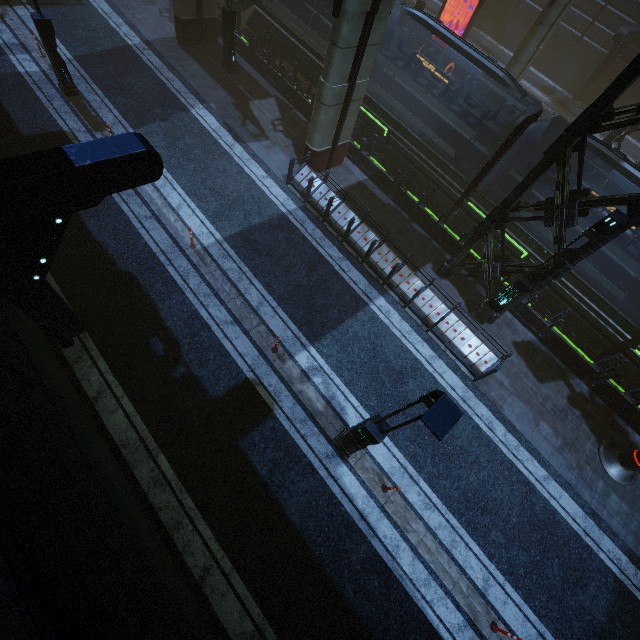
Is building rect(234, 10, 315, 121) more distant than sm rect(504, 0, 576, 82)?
No

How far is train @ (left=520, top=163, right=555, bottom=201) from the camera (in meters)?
11.70

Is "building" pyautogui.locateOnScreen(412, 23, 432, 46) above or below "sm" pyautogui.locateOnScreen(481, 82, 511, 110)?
below

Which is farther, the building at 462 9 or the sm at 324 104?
the building at 462 9

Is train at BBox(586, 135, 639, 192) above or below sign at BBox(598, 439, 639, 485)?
above

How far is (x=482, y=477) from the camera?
9.66m

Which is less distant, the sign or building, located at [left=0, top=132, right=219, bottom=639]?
building, located at [left=0, top=132, right=219, bottom=639]

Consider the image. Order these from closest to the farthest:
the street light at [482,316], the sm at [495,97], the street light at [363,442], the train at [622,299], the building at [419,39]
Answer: the street light at [363,442] < the street light at [482,316] < the train at [622,299] < the sm at [495,97] < the building at [419,39]
